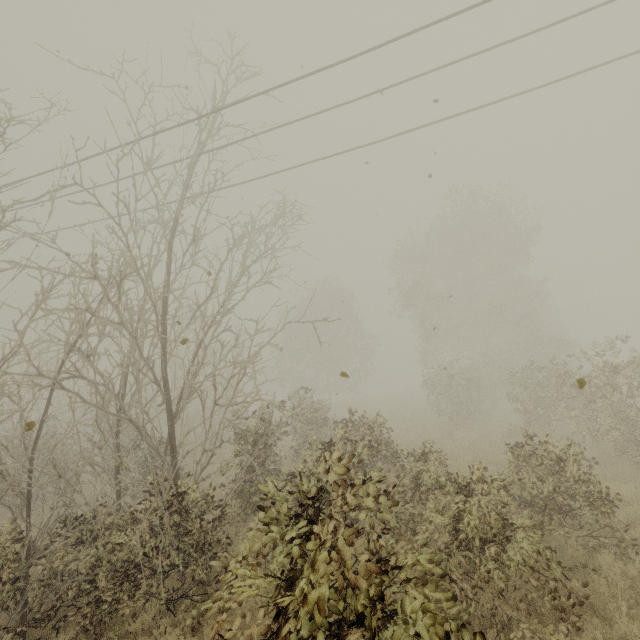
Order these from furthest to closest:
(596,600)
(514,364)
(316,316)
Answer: (316,316), (514,364), (596,600)
